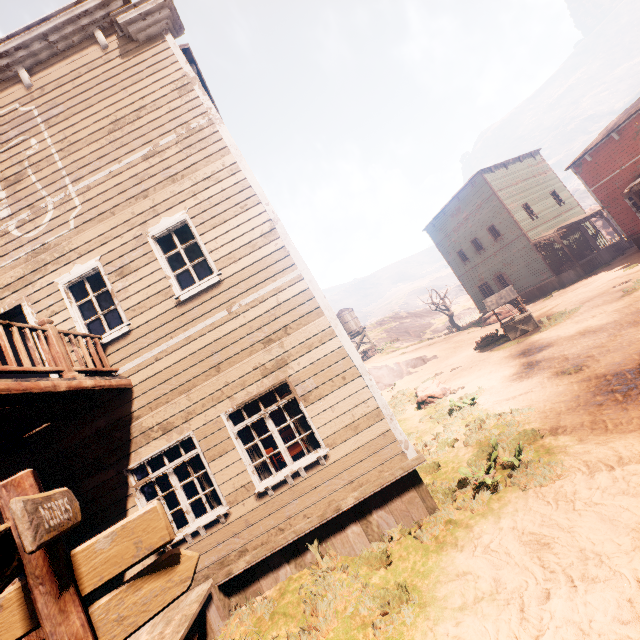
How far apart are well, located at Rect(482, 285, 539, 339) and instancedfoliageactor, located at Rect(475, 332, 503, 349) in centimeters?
82cm

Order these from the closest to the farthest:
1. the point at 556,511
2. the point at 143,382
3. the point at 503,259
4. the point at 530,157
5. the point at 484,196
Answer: the point at 556,511, the point at 143,382, the point at 484,196, the point at 503,259, the point at 530,157

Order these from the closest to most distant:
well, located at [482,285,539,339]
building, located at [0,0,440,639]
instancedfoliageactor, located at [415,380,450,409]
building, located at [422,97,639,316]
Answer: building, located at [0,0,440,639] → instancedfoliageactor, located at [415,380,450,409] → well, located at [482,285,539,339] → building, located at [422,97,639,316]

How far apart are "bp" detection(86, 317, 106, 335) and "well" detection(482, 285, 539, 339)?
15.7 meters

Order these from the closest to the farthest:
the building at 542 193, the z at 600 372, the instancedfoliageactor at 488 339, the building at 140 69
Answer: the z at 600 372, the building at 140 69, the instancedfoliageactor at 488 339, the building at 542 193

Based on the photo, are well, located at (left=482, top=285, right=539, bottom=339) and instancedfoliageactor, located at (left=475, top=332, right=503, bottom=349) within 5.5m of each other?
yes

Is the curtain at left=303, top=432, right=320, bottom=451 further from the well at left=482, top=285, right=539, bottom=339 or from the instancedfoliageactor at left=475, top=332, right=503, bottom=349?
the instancedfoliageactor at left=475, top=332, right=503, bottom=349

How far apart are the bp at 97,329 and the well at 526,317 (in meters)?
15.70
